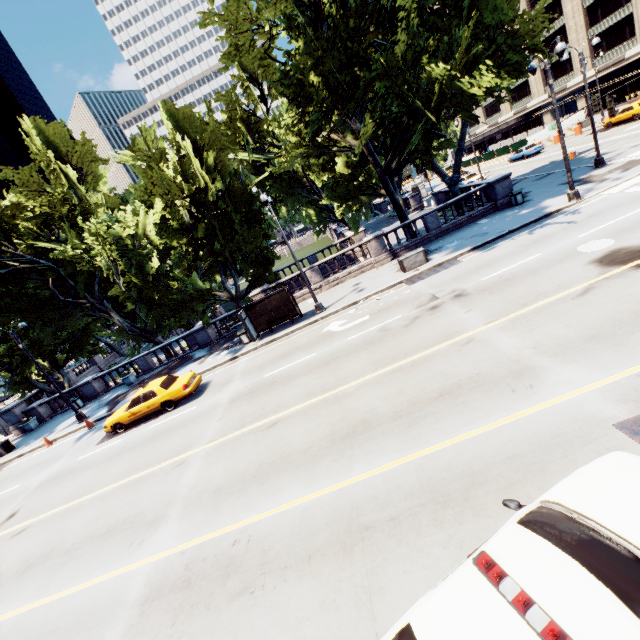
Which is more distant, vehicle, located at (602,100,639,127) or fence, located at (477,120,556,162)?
fence, located at (477,120,556,162)

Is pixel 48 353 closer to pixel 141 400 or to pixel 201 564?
pixel 141 400

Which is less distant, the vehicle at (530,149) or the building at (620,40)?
the vehicle at (530,149)

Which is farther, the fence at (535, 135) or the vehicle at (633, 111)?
the fence at (535, 135)

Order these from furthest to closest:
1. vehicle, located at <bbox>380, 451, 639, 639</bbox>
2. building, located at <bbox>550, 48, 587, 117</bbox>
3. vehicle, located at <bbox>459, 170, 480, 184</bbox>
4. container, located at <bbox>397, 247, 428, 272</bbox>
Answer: building, located at <bbox>550, 48, 587, 117</bbox> < vehicle, located at <bbox>459, 170, 480, 184</bbox> < container, located at <bbox>397, 247, 428, 272</bbox> < vehicle, located at <bbox>380, 451, 639, 639</bbox>

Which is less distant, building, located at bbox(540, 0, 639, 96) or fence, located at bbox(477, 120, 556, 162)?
building, located at bbox(540, 0, 639, 96)

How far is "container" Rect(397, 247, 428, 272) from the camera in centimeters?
1856cm

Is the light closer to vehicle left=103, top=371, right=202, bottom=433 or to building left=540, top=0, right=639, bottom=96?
vehicle left=103, top=371, right=202, bottom=433
